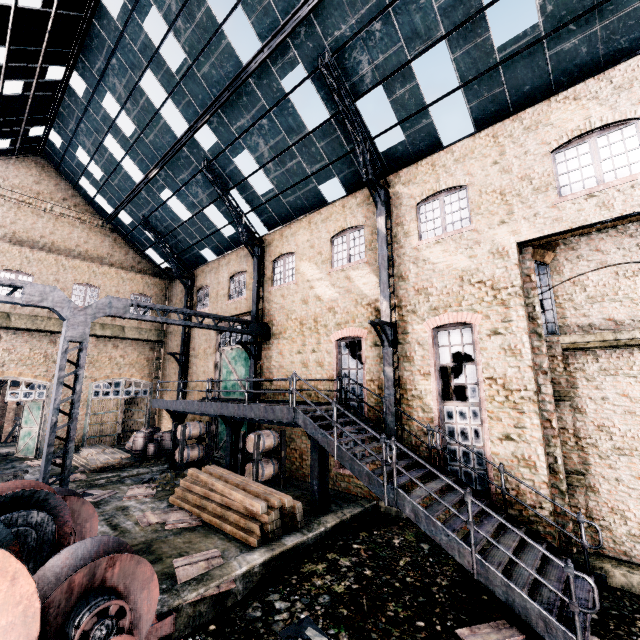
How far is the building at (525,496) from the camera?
8.82m

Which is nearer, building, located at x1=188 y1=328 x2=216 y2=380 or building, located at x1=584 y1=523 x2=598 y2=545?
building, located at x1=584 y1=523 x2=598 y2=545

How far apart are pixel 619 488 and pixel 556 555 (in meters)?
3.02

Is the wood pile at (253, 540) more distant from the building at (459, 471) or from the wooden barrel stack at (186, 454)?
the building at (459, 471)

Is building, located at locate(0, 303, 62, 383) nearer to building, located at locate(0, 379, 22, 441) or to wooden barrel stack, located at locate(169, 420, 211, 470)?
wooden barrel stack, located at locate(169, 420, 211, 470)

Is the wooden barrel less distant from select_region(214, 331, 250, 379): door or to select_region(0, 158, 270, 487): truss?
select_region(214, 331, 250, 379): door

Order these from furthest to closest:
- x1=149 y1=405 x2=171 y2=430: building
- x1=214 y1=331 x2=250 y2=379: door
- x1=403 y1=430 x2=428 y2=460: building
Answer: x1=149 y1=405 x2=171 y2=430: building < x1=214 y1=331 x2=250 y2=379: door < x1=403 y1=430 x2=428 y2=460: building

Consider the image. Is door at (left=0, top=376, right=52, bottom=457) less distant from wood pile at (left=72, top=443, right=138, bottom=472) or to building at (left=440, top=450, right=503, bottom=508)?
wood pile at (left=72, top=443, right=138, bottom=472)
